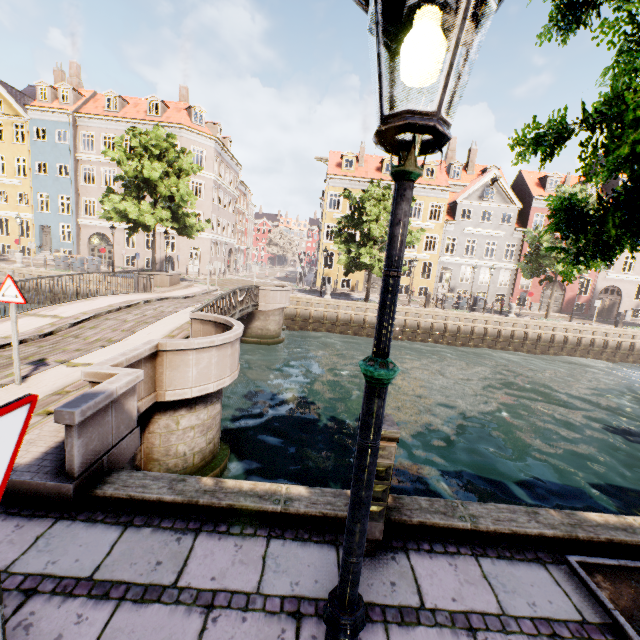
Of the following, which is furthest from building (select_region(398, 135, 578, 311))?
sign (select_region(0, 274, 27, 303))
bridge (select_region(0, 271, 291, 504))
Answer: sign (select_region(0, 274, 27, 303))

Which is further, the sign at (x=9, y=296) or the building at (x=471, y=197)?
the building at (x=471, y=197)

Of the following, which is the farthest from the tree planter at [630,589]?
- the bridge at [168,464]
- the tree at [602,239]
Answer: the bridge at [168,464]

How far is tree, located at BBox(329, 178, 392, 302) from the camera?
21.1 meters

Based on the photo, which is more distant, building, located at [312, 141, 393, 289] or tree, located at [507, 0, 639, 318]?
building, located at [312, 141, 393, 289]

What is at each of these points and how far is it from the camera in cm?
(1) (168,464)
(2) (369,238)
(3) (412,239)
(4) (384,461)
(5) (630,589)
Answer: (1) bridge, 645
(2) tree, 2203
(3) tree, 2159
(4) electrical box, 275
(5) tree planter, 290

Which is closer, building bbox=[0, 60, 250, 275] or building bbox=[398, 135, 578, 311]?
building bbox=[0, 60, 250, 275]
